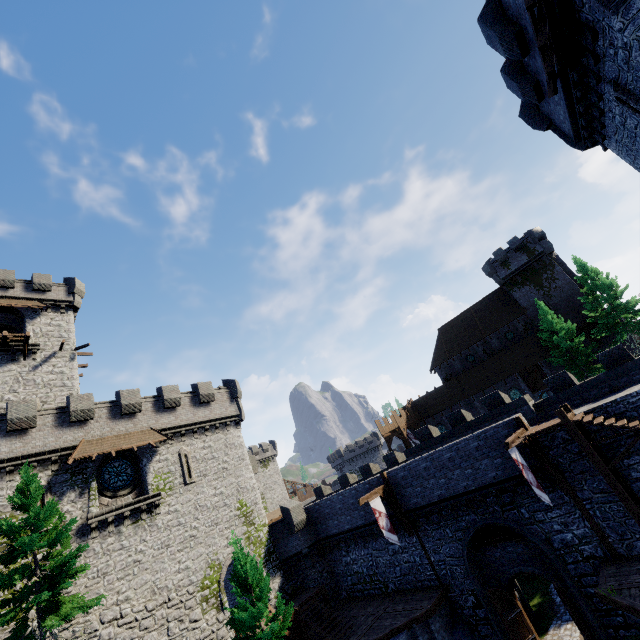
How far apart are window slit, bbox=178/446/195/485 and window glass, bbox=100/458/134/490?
2.8m

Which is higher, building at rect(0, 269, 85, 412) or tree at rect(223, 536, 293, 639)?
building at rect(0, 269, 85, 412)

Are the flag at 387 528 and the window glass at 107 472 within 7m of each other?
no

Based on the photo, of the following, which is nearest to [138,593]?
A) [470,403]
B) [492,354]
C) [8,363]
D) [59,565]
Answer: [59,565]

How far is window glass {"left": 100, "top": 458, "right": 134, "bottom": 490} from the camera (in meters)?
21.71

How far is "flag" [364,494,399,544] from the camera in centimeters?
1934cm

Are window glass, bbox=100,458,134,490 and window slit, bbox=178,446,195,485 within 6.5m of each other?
yes

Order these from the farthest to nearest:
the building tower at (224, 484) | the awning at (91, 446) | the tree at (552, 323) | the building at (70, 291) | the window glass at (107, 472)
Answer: the tree at (552, 323) → the building at (70, 291) → the window glass at (107, 472) → the awning at (91, 446) → the building tower at (224, 484)
